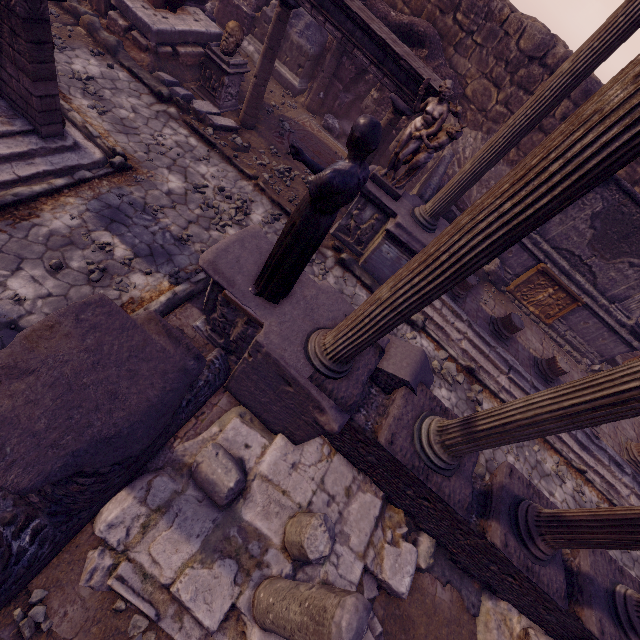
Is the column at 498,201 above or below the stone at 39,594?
above

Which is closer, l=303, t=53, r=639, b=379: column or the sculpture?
l=303, t=53, r=639, b=379: column

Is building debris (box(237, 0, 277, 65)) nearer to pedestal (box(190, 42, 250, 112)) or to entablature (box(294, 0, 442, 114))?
entablature (box(294, 0, 442, 114))

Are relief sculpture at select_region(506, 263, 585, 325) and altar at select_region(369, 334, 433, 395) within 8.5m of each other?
yes

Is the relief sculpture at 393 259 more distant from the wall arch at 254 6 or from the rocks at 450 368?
the wall arch at 254 6

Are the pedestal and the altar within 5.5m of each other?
no

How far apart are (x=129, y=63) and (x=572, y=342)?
14.8m

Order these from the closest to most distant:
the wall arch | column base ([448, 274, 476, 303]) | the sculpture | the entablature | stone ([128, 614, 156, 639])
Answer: stone ([128, 614, 156, 639]) < the entablature < the sculpture < column base ([448, 274, 476, 303]) < the wall arch
